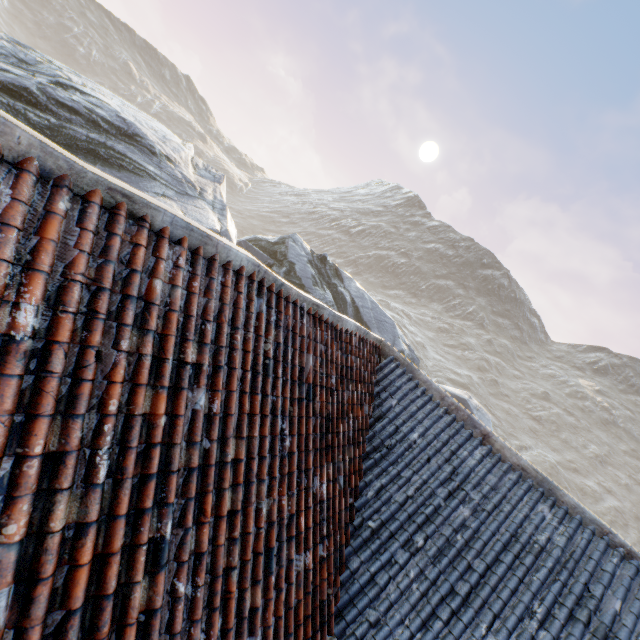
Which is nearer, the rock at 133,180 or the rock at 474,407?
Result: the rock at 133,180

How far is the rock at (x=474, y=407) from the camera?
25.1m

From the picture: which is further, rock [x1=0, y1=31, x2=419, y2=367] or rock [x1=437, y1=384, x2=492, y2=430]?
rock [x1=437, y1=384, x2=492, y2=430]

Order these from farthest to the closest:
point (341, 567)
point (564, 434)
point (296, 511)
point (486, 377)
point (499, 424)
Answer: point (486, 377) < point (564, 434) < point (499, 424) < point (341, 567) < point (296, 511)

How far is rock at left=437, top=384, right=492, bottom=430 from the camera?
25.1 meters
